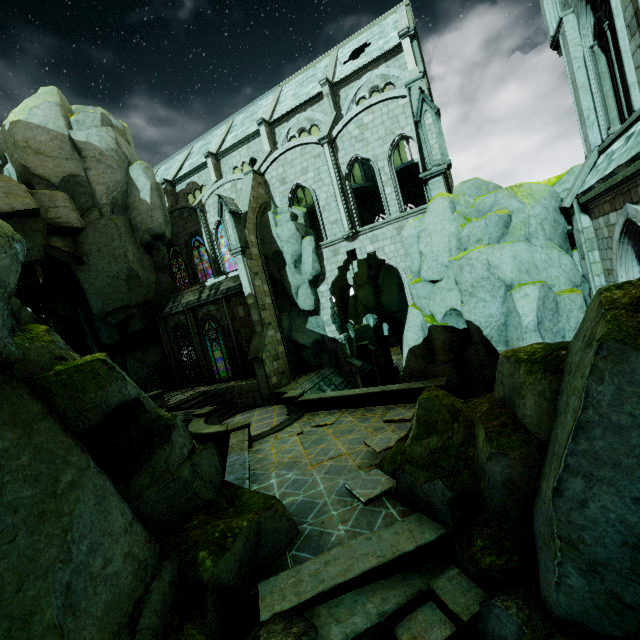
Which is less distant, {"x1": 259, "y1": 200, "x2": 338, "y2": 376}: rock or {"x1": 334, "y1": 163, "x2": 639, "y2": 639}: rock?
{"x1": 334, "y1": 163, "x2": 639, "y2": 639}: rock

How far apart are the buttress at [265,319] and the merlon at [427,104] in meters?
11.0

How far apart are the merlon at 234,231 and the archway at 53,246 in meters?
10.1 m

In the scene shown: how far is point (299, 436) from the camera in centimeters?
1320cm

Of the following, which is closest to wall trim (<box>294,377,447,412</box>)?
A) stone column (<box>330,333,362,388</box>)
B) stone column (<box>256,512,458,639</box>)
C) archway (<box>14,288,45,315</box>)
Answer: stone column (<box>330,333,362,388</box>)

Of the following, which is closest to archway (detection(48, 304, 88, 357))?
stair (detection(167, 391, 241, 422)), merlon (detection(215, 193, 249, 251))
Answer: stair (detection(167, 391, 241, 422))

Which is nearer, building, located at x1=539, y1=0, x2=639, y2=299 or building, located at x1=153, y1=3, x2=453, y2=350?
building, located at x1=539, y1=0, x2=639, y2=299

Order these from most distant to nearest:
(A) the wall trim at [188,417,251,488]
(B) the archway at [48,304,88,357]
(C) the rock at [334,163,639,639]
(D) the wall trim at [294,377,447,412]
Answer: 1. (B) the archway at [48,304,88,357]
2. (D) the wall trim at [294,377,447,412]
3. (A) the wall trim at [188,417,251,488]
4. (C) the rock at [334,163,639,639]
